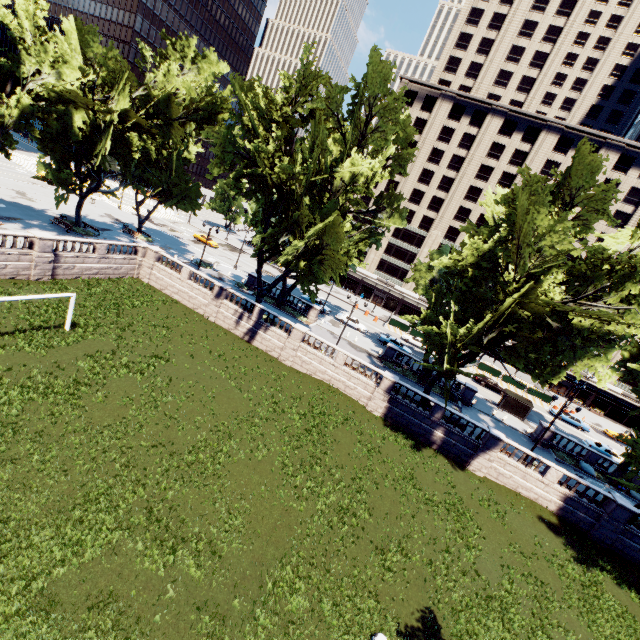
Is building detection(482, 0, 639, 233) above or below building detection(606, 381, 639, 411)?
above

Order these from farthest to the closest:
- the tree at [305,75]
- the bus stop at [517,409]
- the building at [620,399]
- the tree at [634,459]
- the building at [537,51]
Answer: the building at [620,399], the building at [537,51], the bus stop at [517,409], the tree at [305,75], the tree at [634,459]

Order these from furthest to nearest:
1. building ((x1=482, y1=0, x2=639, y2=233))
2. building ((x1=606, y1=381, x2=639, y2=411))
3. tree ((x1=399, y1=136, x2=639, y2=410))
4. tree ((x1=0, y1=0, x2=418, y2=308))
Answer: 1. building ((x1=606, y1=381, x2=639, y2=411))
2. building ((x1=482, y1=0, x2=639, y2=233))
3. tree ((x1=0, y1=0, x2=418, y2=308))
4. tree ((x1=399, y1=136, x2=639, y2=410))

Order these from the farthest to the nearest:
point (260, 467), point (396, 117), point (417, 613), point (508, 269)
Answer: point (396, 117)
point (508, 269)
point (260, 467)
point (417, 613)

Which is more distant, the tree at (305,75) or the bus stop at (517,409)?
the bus stop at (517,409)

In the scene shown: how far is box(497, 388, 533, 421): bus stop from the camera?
39.69m

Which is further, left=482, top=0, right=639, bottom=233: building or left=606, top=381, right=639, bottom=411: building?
left=606, top=381, right=639, bottom=411: building

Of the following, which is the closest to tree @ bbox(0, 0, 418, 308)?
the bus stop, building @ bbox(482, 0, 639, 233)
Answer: the bus stop
